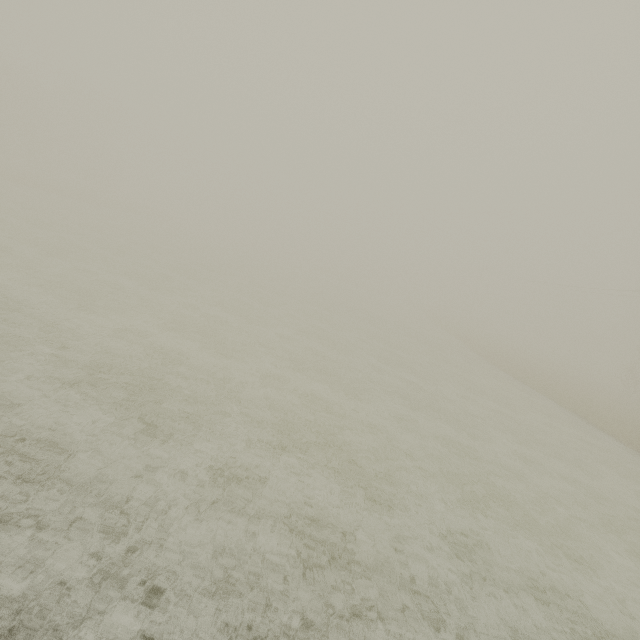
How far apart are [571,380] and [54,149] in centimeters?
8666cm
